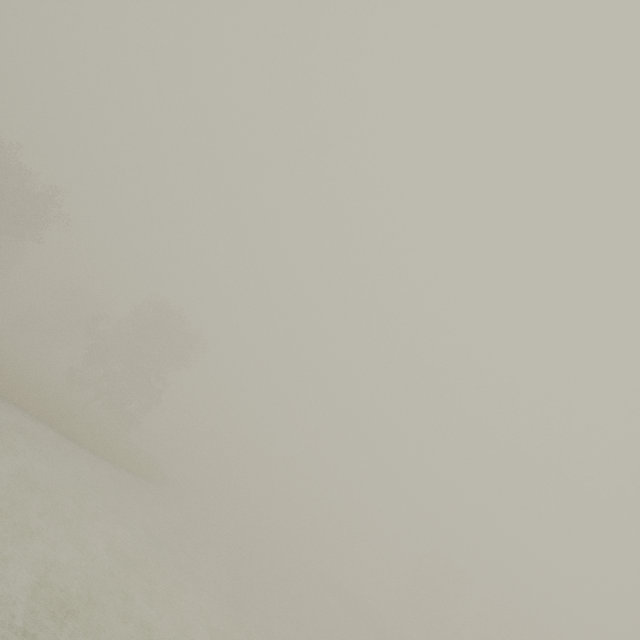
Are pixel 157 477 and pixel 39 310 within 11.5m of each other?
no
